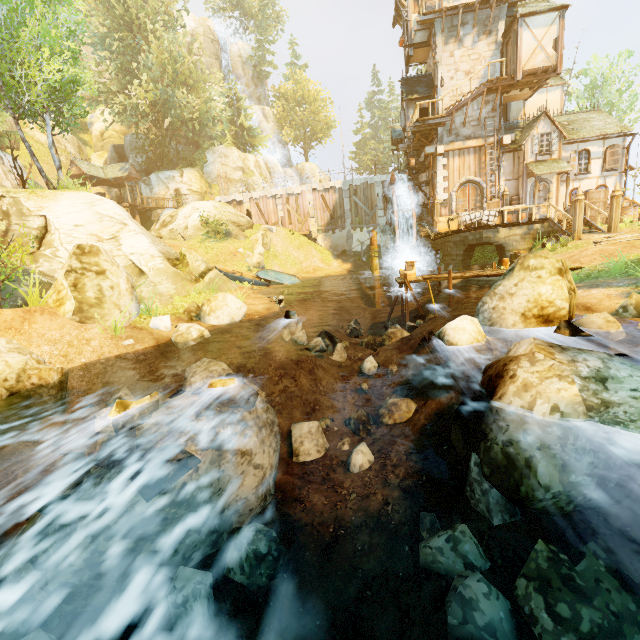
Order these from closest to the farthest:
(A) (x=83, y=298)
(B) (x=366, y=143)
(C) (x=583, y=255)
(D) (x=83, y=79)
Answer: (A) (x=83, y=298) → (C) (x=583, y=255) → (D) (x=83, y=79) → (B) (x=366, y=143)

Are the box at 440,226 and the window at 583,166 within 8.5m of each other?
yes

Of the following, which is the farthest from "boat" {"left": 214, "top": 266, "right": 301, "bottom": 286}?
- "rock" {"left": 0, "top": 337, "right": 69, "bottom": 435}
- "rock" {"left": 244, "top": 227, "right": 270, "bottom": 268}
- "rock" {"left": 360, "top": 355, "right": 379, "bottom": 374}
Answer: "rock" {"left": 0, "top": 337, "right": 69, "bottom": 435}

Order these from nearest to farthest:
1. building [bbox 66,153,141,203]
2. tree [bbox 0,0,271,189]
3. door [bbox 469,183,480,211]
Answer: tree [bbox 0,0,271,189]
door [bbox 469,183,480,211]
building [bbox 66,153,141,203]

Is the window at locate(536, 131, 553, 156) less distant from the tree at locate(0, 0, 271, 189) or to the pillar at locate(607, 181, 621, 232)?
the pillar at locate(607, 181, 621, 232)

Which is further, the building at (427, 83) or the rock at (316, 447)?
the building at (427, 83)

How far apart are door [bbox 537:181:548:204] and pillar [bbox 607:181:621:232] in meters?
A: 5.0 m

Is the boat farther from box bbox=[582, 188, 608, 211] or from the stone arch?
box bbox=[582, 188, 608, 211]
